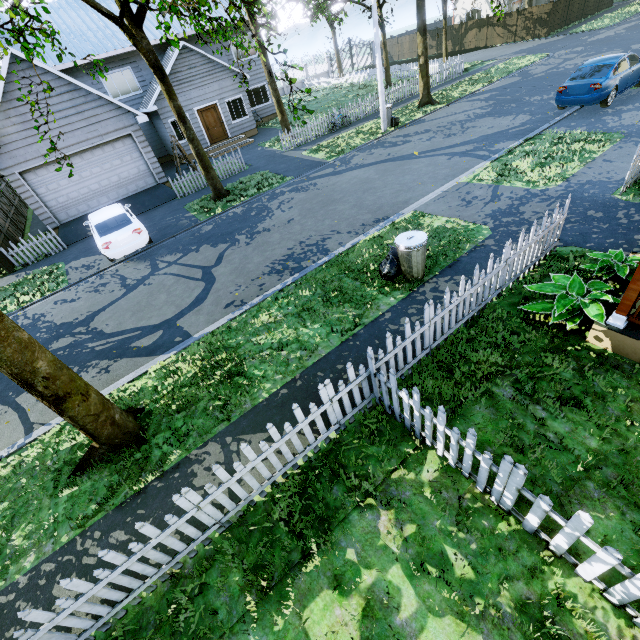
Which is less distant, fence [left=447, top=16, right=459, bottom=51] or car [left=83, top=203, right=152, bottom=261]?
car [left=83, top=203, right=152, bottom=261]

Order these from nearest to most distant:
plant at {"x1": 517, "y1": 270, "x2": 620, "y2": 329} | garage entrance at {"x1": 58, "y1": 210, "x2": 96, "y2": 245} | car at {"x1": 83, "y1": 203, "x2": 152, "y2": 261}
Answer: plant at {"x1": 517, "y1": 270, "x2": 620, "y2": 329}, car at {"x1": 83, "y1": 203, "x2": 152, "y2": 261}, garage entrance at {"x1": 58, "y1": 210, "x2": 96, "y2": 245}

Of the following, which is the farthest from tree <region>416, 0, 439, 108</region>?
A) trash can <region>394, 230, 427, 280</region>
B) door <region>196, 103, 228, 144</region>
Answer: door <region>196, 103, 228, 144</region>

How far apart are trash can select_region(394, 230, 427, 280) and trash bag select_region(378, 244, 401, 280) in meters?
0.0

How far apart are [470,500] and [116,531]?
4.8 meters

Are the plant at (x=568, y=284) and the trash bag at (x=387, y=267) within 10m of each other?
yes

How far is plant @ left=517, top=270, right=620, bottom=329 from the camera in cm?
471

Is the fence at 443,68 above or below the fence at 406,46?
above
